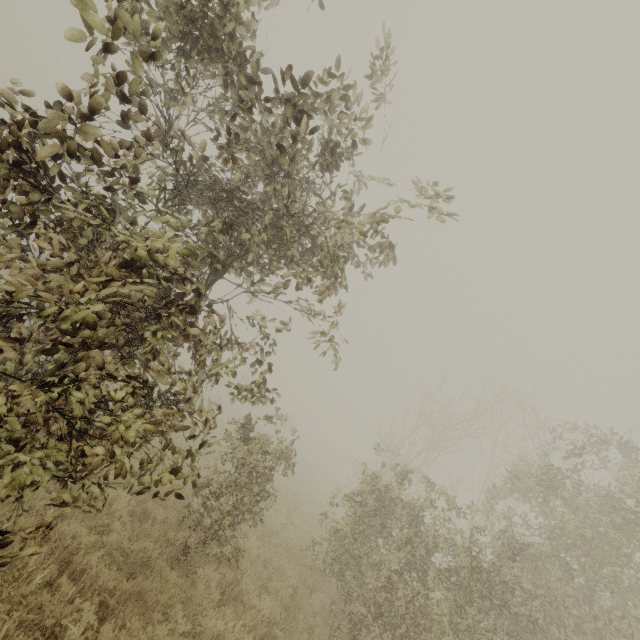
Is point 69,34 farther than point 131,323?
No

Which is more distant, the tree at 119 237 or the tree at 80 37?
the tree at 119 237

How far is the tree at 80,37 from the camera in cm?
187

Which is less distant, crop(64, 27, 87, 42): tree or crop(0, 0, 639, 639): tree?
crop(64, 27, 87, 42): tree

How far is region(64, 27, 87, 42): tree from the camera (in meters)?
1.87
